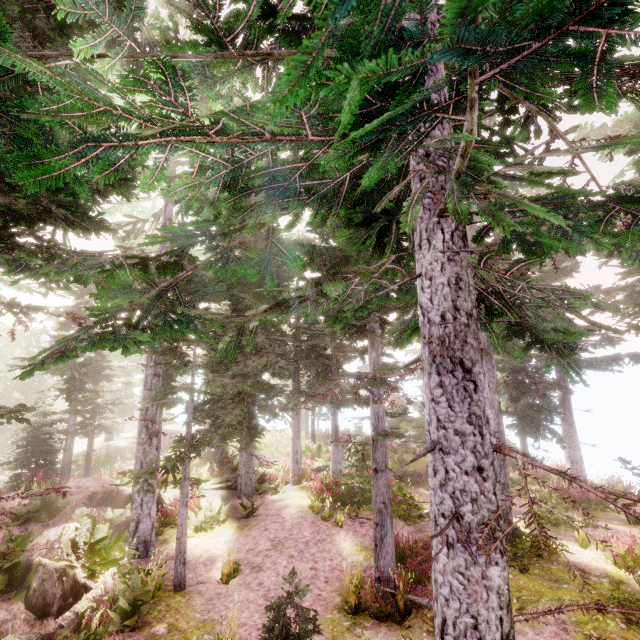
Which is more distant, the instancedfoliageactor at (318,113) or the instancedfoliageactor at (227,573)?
the instancedfoliageactor at (227,573)

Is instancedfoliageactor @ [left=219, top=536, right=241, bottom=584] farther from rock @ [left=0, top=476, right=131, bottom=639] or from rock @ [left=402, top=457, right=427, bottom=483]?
rock @ [left=402, top=457, right=427, bottom=483]

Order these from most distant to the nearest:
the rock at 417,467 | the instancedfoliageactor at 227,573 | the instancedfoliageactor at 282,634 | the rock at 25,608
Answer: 1. the rock at 417,467
2. the instancedfoliageactor at 227,573
3. the rock at 25,608
4. the instancedfoliageactor at 282,634

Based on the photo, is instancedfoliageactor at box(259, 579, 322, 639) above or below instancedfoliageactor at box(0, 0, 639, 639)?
below

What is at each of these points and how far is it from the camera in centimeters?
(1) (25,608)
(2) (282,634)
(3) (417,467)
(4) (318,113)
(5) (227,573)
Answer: (1) rock, 717cm
(2) instancedfoliageactor, 592cm
(3) rock, 2172cm
(4) instancedfoliageactor, 218cm
(5) instancedfoliageactor, 1058cm

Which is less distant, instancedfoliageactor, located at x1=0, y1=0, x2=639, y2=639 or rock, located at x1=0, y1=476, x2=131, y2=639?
instancedfoliageactor, located at x1=0, y1=0, x2=639, y2=639

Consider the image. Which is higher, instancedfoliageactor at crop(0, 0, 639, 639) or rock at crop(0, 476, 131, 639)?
instancedfoliageactor at crop(0, 0, 639, 639)

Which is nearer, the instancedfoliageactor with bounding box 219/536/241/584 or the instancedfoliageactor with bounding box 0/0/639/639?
the instancedfoliageactor with bounding box 0/0/639/639
